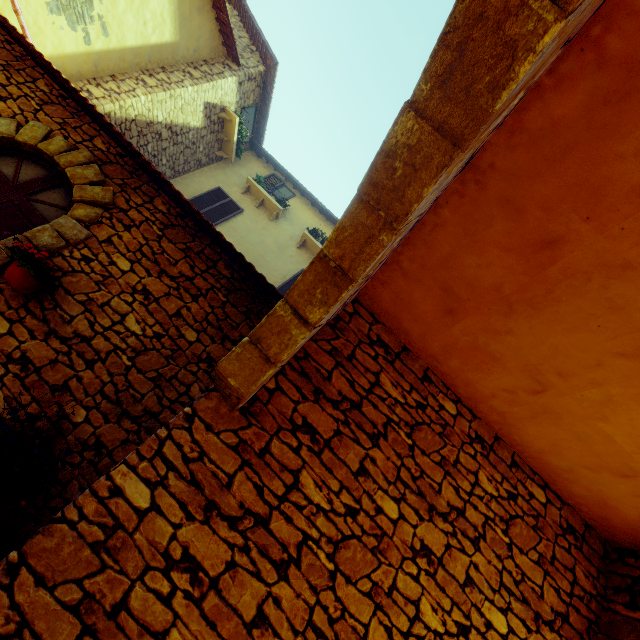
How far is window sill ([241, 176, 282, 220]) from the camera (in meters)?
9.90

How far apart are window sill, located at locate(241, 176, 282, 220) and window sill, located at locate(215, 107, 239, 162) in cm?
87

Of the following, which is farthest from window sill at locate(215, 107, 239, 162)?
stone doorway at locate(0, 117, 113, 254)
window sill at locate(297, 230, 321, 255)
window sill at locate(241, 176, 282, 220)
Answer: stone doorway at locate(0, 117, 113, 254)

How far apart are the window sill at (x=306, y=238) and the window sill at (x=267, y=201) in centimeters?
99cm

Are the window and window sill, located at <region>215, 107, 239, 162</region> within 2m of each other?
yes

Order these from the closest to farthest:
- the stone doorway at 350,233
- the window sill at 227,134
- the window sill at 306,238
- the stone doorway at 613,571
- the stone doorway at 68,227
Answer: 1. the stone doorway at 350,233
2. the stone doorway at 613,571
3. the stone doorway at 68,227
4. the window sill at 227,134
5. the window sill at 306,238

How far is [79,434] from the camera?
2.9 meters

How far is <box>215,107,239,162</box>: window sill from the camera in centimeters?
913cm
